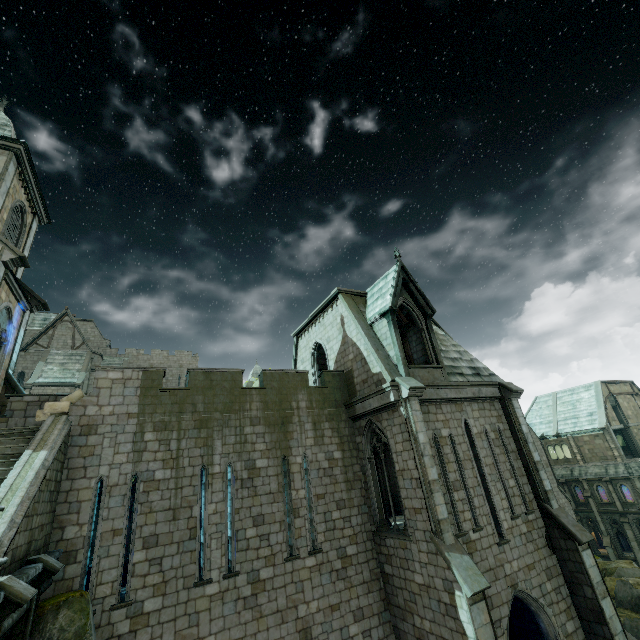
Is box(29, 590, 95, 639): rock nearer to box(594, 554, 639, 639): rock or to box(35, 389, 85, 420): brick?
Answer: box(35, 389, 85, 420): brick

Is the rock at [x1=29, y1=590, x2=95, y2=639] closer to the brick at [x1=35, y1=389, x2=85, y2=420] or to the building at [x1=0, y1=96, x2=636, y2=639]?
the building at [x1=0, y1=96, x2=636, y2=639]

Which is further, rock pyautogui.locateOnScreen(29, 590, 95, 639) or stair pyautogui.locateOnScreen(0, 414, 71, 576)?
rock pyautogui.locateOnScreen(29, 590, 95, 639)

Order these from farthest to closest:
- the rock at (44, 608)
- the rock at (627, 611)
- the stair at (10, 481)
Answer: the rock at (627, 611) < the rock at (44, 608) < the stair at (10, 481)

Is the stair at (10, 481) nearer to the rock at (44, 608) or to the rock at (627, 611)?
the rock at (44, 608)

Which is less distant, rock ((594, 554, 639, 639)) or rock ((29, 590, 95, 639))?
Result: rock ((29, 590, 95, 639))

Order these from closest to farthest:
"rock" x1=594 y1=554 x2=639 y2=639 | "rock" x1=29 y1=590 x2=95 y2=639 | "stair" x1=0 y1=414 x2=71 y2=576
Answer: "stair" x1=0 y1=414 x2=71 y2=576
"rock" x1=29 y1=590 x2=95 y2=639
"rock" x1=594 y1=554 x2=639 y2=639

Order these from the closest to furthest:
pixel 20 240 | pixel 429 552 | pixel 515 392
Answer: pixel 429 552
pixel 515 392
pixel 20 240
